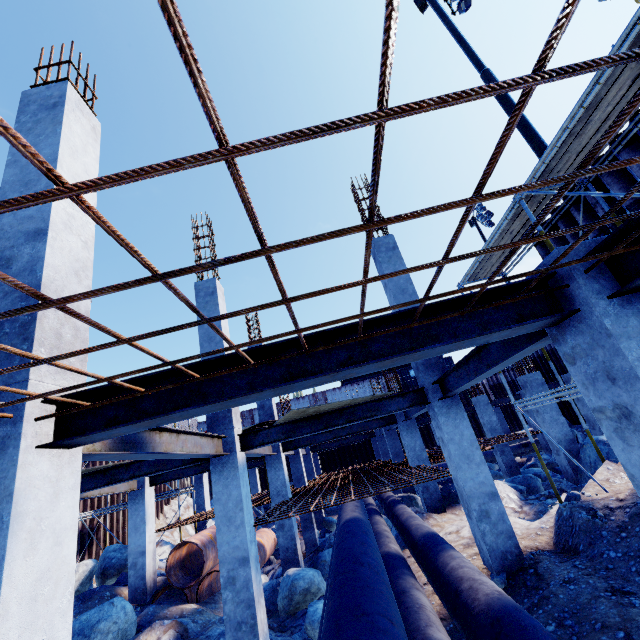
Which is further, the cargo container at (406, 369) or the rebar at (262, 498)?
the cargo container at (406, 369)

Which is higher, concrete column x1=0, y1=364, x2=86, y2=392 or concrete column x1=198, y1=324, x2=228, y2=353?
concrete column x1=198, y1=324, x2=228, y2=353

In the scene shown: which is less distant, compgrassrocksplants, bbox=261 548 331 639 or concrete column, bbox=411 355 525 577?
concrete column, bbox=411 355 525 577

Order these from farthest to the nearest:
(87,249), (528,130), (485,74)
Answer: (485,74) < (528,130) < (87,249)

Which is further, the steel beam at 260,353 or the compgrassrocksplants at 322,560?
the compgrassrocksplants at 322,560

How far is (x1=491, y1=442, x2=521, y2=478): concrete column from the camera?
15.1m

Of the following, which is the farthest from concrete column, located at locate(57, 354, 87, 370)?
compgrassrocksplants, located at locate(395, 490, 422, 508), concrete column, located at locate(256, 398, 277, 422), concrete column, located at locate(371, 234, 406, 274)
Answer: compgrassrocksplants, located at locate(395, 490, 422, 508)

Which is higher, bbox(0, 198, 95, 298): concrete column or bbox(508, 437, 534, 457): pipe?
bbox(0, 198, 95, 298): concrete column
